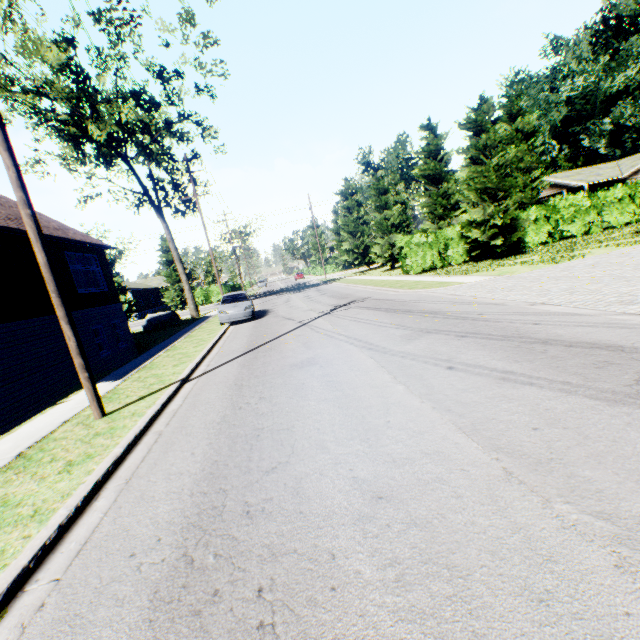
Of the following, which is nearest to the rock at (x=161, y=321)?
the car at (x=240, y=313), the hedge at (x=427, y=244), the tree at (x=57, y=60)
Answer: the tree at (x=57, y=60)

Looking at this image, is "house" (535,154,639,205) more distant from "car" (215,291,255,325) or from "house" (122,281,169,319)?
"house" (122,281,169,319)

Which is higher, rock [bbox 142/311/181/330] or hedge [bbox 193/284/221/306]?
hedge [bbox 193/284/221/306]

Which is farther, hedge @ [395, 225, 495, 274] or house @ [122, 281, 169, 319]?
house @ [122, 281, 169, 319]

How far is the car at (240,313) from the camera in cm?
1673

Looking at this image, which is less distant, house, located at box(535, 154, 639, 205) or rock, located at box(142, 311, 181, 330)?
rock, located at box(142, 311, 181, 330)

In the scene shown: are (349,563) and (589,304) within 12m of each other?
yes
